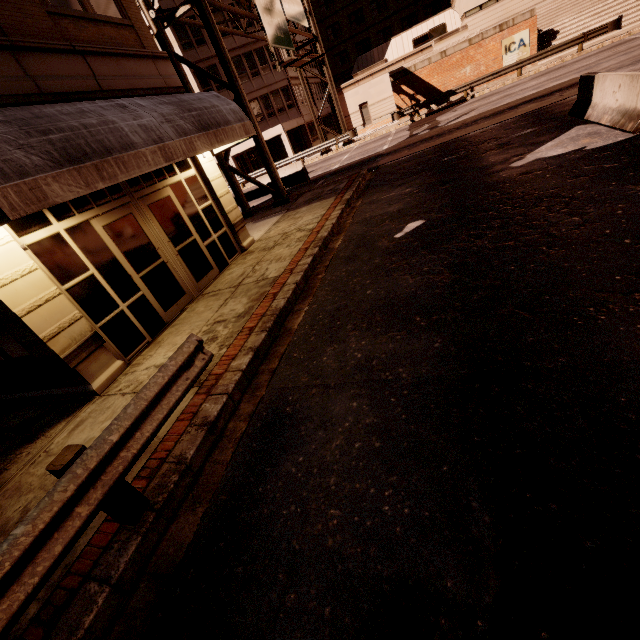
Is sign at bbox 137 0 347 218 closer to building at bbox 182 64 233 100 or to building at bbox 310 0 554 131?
building at bbox 182 64 233 100

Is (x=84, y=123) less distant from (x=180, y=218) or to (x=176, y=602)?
(x=180, y=218)

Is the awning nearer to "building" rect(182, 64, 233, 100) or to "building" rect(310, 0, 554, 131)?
"building" rect(182, 64, 233, 100)

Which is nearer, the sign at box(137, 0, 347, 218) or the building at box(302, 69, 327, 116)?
the sign at box(137, 0, 347, 218)

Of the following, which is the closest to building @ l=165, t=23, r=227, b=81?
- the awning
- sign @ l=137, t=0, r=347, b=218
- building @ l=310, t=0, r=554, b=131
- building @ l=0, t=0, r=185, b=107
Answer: building @ l=310, t=0, r=554, b=131

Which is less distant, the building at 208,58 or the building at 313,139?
the building at 208,58

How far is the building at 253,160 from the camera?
33.2m

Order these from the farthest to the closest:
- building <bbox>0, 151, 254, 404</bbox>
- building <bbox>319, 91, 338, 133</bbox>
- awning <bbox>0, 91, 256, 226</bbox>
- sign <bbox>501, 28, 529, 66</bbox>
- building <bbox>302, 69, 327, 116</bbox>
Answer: building <bbox>319, 91, 338, 133</bbox>
building <bbox>302, 69, 327, 116</bbox>
sign <bbox>501, 28, 529, 66</bbox>
building <bbox>0, 151, 254, 404</bbox>
awning <bbox>0, 91, 256, 226</bbox>
